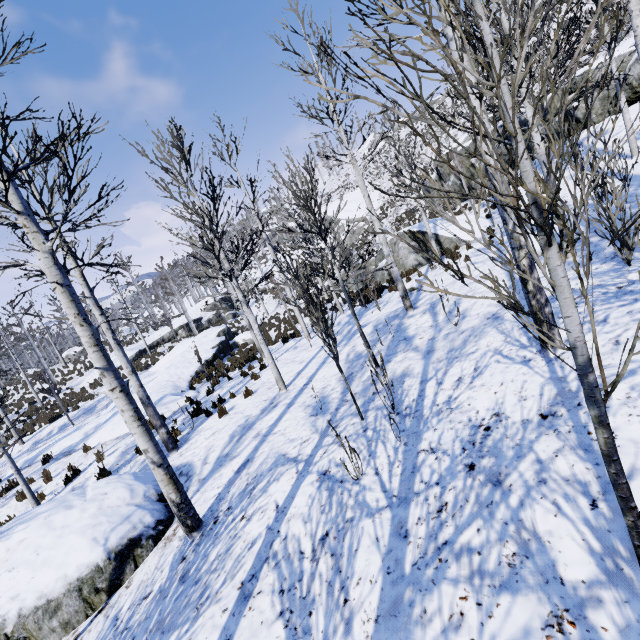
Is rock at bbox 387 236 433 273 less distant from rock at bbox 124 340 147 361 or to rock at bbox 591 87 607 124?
rock at bbox 591 87 607 124

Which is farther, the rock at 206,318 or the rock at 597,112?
the rock at 206,318

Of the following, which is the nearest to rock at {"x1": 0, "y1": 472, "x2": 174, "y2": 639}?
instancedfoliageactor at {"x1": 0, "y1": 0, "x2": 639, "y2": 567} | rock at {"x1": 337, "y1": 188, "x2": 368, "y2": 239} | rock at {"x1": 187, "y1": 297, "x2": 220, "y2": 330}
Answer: instancedfoliageactor at {"x1": 0, "y1": 0, "x2": 639, "y2": 567}

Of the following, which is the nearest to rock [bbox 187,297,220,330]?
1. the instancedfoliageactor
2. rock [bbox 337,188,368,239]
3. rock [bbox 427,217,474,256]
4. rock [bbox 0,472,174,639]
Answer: rock [bbox 427,217,474,256]

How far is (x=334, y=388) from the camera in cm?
741

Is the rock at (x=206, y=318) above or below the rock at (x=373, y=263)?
above

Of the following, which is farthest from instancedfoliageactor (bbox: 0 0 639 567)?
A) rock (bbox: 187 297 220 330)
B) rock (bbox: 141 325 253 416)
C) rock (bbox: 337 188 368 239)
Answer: rock (bbox: 187 297 220 330)

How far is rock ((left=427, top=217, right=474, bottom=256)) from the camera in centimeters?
1501cm
